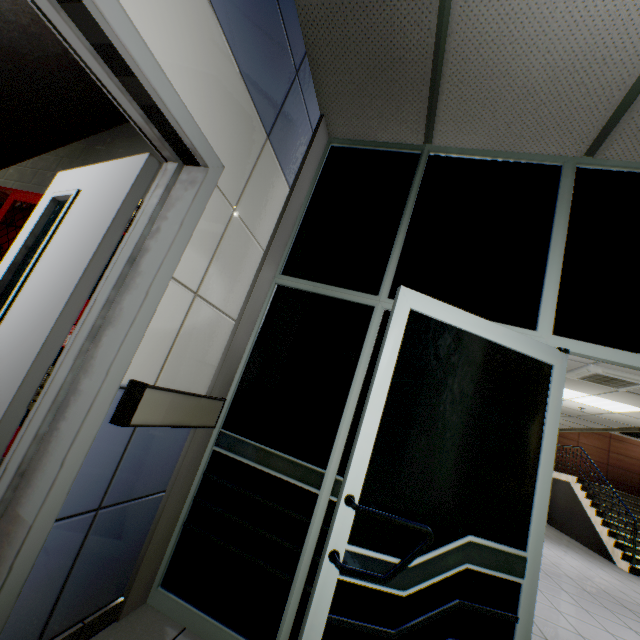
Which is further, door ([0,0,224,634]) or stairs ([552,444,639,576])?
stairs ([552,444,639,576])

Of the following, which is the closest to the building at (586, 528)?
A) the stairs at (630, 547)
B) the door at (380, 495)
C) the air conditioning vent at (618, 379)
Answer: the stairs at (630, 547)

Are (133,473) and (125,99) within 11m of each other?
yes

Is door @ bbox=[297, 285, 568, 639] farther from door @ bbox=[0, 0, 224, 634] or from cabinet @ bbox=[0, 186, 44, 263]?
cabinet @ bbox=[0, 186, 44, 263]

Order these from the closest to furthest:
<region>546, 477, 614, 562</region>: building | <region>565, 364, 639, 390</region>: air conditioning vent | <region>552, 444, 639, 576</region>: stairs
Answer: <region>565, 364, 639, 390</region>: air conditioning vent
<region>552, 444, 639, 576</region>: stairs
<region>546, 477, 614, 562</region>: building

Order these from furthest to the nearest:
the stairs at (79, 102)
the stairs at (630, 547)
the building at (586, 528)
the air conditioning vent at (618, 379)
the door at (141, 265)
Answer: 1. the building at (586, 528)
2. the stairs at (630, 547)
3. the air conditioning vent at (618, 379)
4. the stairs at (79, 102)
5. the door at (141, 265)

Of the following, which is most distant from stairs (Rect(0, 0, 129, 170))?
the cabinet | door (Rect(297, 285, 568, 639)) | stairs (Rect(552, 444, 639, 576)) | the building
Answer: the building

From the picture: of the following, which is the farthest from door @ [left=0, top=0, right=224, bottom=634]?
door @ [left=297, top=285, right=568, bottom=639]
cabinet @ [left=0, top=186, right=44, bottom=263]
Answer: door @ [left=297, top=285, right=568, bottom=639]
